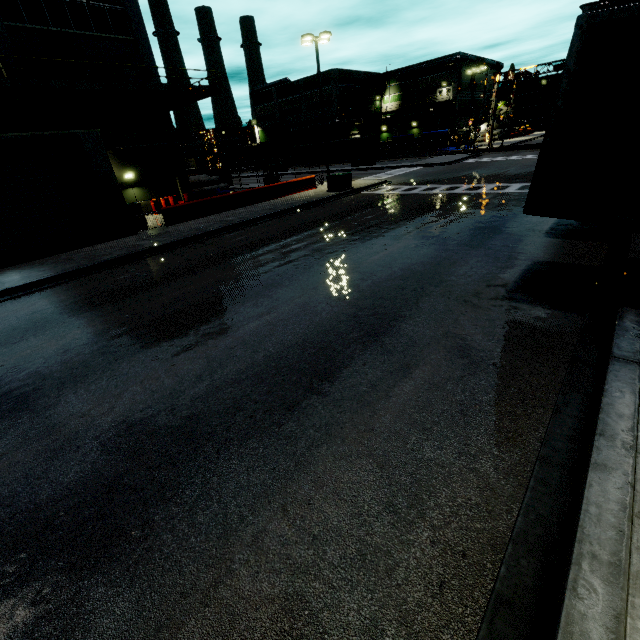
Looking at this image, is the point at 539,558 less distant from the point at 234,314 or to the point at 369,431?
the point at 369,431

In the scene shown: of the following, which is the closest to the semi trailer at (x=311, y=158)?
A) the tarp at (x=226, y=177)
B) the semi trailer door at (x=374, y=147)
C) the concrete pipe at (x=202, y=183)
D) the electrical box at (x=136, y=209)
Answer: the semi trailer door at (x=374, y=147)

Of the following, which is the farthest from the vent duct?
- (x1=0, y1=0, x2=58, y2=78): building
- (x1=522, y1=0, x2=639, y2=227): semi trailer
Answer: (x1=522, y1=0, x2=639, y2=227): semi trailer

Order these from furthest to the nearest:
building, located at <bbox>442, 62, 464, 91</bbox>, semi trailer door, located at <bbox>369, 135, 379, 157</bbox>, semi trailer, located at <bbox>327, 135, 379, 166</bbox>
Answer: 1. building, located at <bbox>442, 62, 464, 91</bbox>
2. semi trailer, located at <bbox>327, 135, 379, 166</bbox>
3. semi trailer door, located at <bbox>369, 135, 379, 157</bbox>

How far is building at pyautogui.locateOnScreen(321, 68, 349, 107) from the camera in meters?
57.9

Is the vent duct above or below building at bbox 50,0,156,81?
below

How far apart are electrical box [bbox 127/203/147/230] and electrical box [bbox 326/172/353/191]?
12.4m

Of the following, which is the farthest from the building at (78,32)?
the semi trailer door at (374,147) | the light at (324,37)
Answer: the semi trailer door at (374,147)
